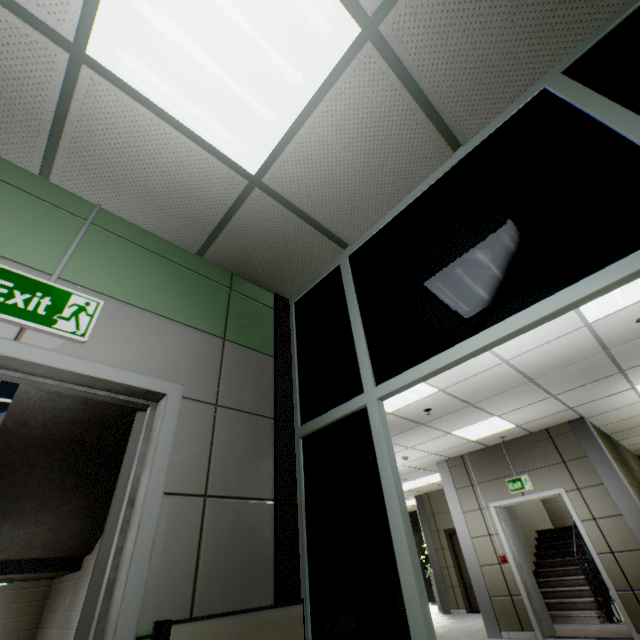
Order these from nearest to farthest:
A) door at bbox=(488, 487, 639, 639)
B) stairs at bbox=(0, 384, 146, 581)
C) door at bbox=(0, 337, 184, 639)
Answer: door at bbox=(0, 337, 184, 639) < stairs at bbox=(0, 384, 146, 581) < door at bbox=(488, 487, 639, 639)

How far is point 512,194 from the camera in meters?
1.7

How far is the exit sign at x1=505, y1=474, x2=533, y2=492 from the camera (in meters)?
6.73

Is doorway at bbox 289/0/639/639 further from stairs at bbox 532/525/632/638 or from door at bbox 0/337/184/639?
stairs at bbox 532/525/632/638

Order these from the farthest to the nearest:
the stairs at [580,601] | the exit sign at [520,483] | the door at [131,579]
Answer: the exit sign at [520,483] < the stairs at [580,601] < the door at [131,579]

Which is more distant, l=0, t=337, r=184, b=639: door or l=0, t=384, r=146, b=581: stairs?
l=0, t=384, r=146, b=581: stairs

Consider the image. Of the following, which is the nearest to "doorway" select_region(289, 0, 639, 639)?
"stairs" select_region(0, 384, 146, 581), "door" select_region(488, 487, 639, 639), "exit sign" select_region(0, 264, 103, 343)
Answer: "stairs" select_region(0, 384, 146, 581)

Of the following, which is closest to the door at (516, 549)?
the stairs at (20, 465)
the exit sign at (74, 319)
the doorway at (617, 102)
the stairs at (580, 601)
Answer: the stairs at (580, 601)
